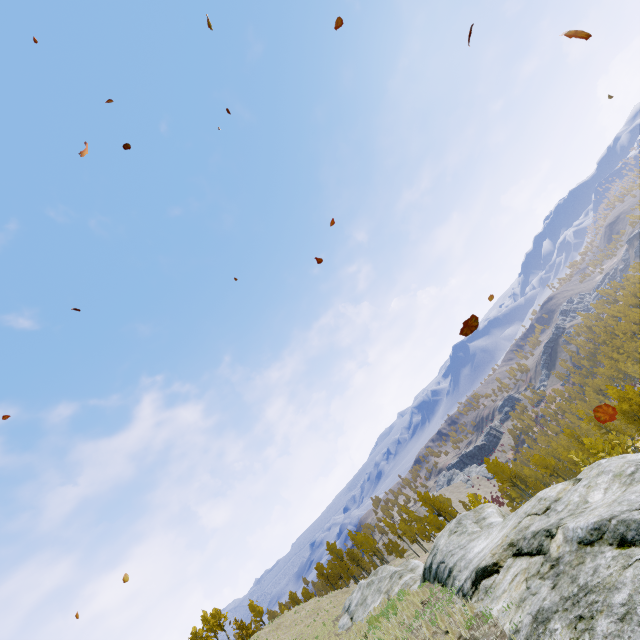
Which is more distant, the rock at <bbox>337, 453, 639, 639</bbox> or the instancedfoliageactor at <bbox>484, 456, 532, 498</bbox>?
the instancedfoliageactor at <bbox>484, 456, 532, 498</bbox>

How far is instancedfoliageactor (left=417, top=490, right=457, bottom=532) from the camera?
48.89m

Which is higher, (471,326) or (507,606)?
(471,326)

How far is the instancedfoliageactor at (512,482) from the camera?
48.6 meters

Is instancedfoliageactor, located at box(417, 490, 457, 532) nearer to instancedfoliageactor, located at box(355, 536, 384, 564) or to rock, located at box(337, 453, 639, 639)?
rock, located at box(337, 453, 639, 639)

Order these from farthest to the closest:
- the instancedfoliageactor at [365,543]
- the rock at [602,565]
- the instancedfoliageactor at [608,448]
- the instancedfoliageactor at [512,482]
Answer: the instancedfoliageactor at [365,543] → the instancedfoliageactor at [512,482] → the instancedfoliageactor at [608,448] → the rock at [602,565]

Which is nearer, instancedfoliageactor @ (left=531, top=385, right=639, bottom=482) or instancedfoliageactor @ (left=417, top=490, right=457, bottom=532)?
instancedfoliageactor @ (left=531, top=385, right=639, bottom=482)

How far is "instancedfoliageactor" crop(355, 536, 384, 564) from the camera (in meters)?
58.12
